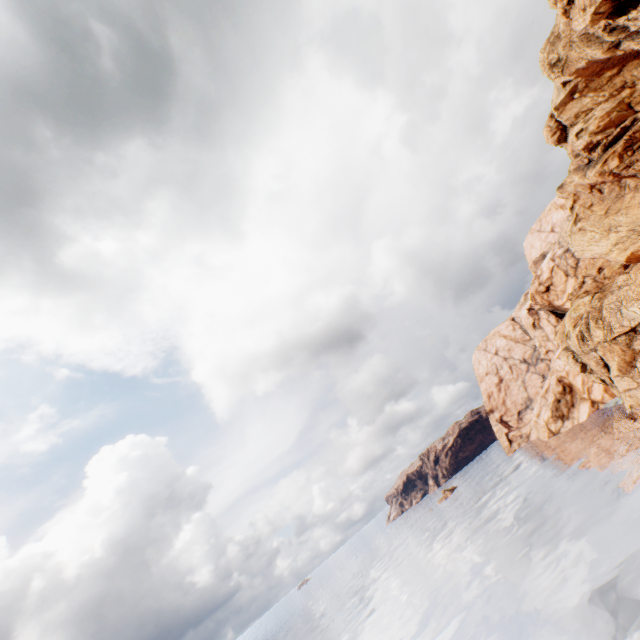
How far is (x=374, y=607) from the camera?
55.6 meters
